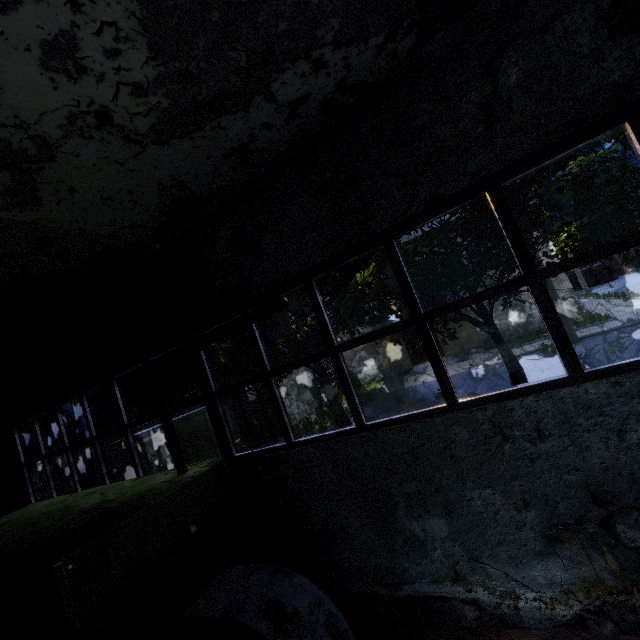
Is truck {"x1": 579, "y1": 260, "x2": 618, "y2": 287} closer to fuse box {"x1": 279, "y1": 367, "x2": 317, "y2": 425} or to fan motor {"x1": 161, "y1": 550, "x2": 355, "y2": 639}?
fuse box {"x1": 279, "y1": 367, "x2": 317, "y2": 425}

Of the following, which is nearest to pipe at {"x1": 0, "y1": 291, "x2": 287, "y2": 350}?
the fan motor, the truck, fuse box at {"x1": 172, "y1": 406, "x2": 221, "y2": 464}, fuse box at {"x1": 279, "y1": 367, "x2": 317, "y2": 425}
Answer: fuse box at {"x1": 172, "y1": 406, "x2": 221, "y2": 464}

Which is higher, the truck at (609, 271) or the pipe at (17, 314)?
the pipe at (17, 314)

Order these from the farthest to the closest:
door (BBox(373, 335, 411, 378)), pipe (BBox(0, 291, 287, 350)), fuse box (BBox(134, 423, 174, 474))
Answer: door (BBox(373, 335, 411, 378)) → fuse box (BBox(134, 423, 174, 474)) → pipe (BBox(0, 291, 287, 350))

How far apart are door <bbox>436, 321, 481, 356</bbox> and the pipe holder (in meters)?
23.73

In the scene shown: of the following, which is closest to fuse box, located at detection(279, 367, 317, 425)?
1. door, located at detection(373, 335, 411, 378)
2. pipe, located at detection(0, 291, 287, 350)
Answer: door, located at detection(373, 335, 411, 378)

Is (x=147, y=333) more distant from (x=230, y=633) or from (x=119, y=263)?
(x=230, y=633)

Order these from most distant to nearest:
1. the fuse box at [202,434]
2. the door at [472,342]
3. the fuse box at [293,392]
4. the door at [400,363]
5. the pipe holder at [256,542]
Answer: the door at [400,363], the door at [472,342], the fuse box at [293,392], the fuse box at [202,434], the pipe holder at [256,542]
